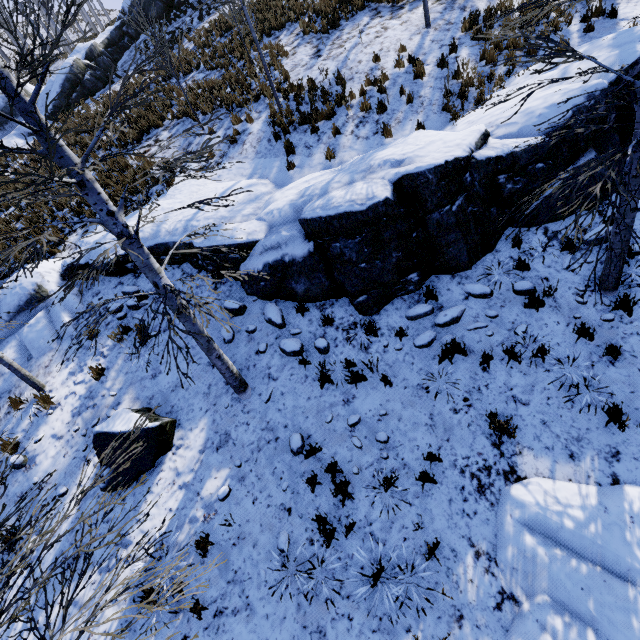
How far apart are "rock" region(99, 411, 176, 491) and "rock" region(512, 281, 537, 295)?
6.9 meters

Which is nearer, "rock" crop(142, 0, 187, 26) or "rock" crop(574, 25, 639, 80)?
"rock" crop(574, 25, 639, 80)

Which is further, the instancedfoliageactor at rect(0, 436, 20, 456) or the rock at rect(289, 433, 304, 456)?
the rock at rect(289, 433, 304, 456)

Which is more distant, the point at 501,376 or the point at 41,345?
the point at 41,345

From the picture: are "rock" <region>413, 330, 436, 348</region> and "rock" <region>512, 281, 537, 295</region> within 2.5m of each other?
yes

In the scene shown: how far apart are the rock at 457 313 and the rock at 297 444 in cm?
315

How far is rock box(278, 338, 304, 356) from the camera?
6.4 meters

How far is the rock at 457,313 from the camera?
5.86m
